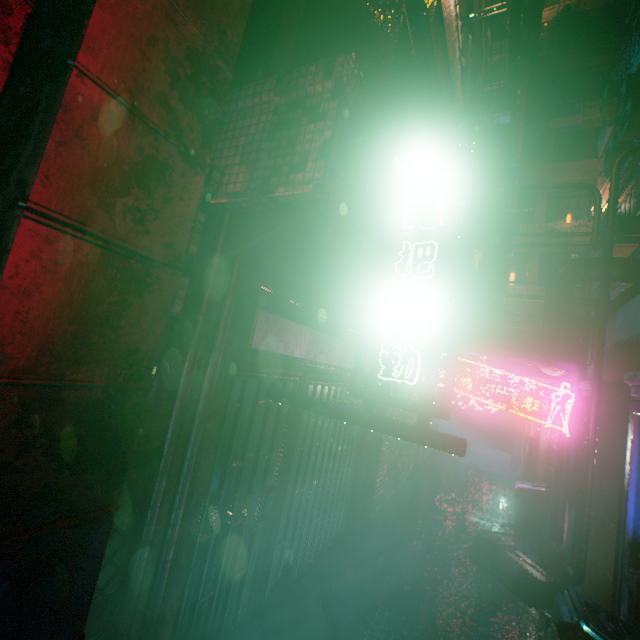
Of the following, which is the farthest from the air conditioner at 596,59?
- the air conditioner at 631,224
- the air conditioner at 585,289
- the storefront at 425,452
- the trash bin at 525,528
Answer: the trash bin at 525,528

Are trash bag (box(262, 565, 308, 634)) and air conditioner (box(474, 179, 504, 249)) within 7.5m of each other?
yes

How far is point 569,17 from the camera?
15.67m

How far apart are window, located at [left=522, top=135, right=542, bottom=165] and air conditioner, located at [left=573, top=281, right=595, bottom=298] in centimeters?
726cm

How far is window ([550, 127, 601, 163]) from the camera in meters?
14.4

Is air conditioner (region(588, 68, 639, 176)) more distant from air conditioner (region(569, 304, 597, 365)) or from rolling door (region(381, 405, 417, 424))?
rolling door (region(381, 405, 417, 424))

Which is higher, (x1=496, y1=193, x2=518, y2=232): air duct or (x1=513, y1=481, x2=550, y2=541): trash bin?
(x1=496, y1=193, x2=518, y2=232): air duct

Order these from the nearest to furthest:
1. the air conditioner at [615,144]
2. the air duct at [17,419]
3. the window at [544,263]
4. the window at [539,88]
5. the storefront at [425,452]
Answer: the air duct at [17,419], the air conditioner at [615,144], the storefront at [425,452], the window at [544,263], the window at [539,88]
